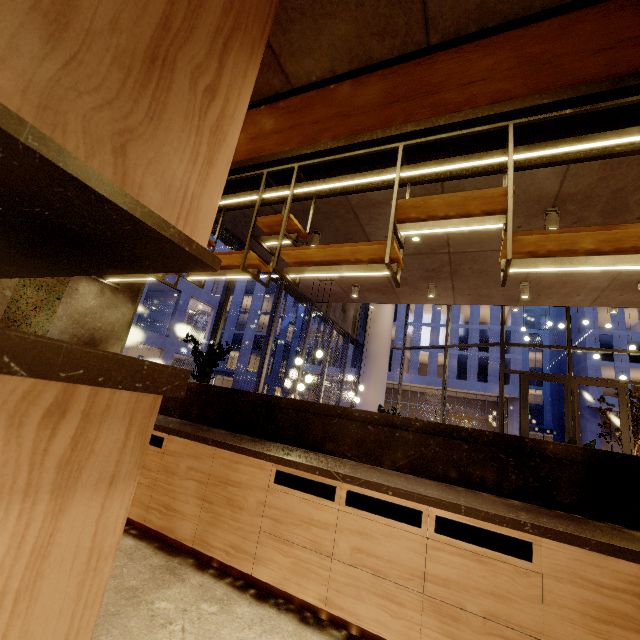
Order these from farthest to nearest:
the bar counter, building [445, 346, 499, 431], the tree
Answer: building [445, 346, 499, 431] < the tree < the bar counter

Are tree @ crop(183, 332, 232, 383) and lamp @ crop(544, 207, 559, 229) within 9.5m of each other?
yes

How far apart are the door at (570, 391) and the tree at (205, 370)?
10.4m

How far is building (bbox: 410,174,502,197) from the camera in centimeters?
449cm

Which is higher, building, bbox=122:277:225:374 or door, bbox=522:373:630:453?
building, bbox=122:277:225:374

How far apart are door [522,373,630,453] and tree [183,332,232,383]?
10.36m

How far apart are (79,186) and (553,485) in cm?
277

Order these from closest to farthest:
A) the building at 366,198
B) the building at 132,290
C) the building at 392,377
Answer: the building at 132,290 < the building at 366,198 < the building at 392,377
